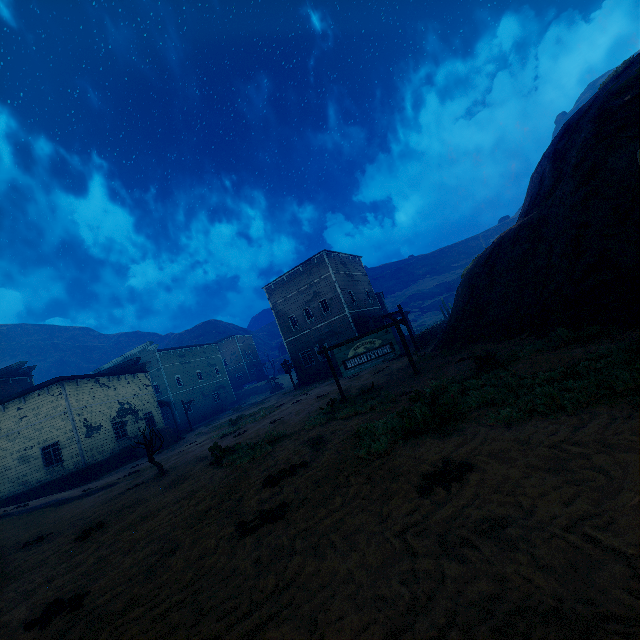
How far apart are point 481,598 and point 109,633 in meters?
3.7

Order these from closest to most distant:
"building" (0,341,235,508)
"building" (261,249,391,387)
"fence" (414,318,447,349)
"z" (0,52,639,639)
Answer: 1. "z" (0,52,639,639)
2. "fence" (414,318,447,349)
3. "building" (0,341,235,508)
4. "building" (261,249,391,387)

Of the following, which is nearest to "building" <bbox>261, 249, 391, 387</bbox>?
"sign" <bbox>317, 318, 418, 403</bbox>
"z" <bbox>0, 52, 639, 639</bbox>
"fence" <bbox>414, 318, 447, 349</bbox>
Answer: "z" <bbox>0, 52, 639, 639</bbox>

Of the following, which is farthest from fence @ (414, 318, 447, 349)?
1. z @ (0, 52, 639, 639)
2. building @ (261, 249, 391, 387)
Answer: building @ (261, 249, 391, 387)

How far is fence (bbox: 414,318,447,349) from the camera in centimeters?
1995cm

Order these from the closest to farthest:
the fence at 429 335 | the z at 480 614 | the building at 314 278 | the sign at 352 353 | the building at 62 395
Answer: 1. the z at 480 614
2. the sign at 352 353
3. the fence at 429 335
4. the building at 62 395
5. the building at 314 278

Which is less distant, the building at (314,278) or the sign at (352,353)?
the sign at (352,353)

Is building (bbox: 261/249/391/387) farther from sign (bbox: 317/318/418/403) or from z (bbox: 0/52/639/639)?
sign (bbox: 317/318/418/403)
